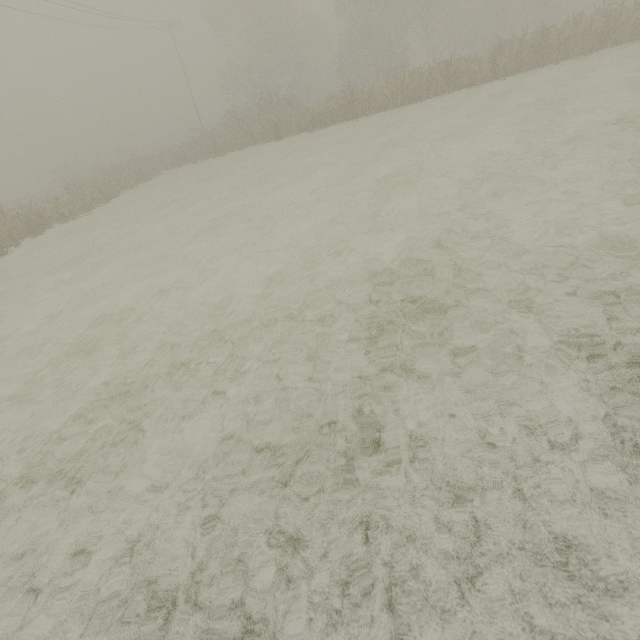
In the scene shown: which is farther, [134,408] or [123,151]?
[123,151]

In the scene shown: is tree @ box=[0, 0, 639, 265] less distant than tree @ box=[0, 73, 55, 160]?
Yes

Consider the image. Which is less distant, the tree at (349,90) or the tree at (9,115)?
the tree at (349,90)
